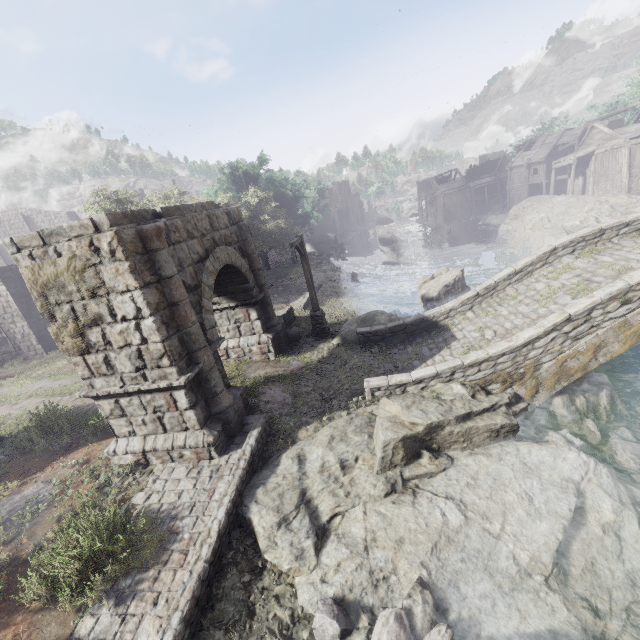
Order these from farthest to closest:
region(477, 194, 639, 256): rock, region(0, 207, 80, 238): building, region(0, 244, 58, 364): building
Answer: region(0, 207, 80, 238): building < region(477, 194, 639, 256): rock < region(0, 244, 58, 364): building

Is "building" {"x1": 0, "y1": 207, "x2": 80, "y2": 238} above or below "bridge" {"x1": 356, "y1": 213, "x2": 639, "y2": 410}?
above

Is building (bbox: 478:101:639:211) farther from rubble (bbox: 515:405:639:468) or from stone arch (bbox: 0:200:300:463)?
rubble (bbox: 515:405:639:468)

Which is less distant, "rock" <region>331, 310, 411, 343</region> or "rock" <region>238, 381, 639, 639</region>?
"rock" <region>238, 381, 639, 639</region>

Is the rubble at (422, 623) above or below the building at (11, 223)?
below

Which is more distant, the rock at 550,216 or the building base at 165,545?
the rock at 550,216

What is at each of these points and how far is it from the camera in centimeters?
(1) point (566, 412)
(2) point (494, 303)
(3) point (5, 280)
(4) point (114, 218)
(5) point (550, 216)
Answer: (1) rock, 907cm
(2) bridge, 1173cm
(3) building, 1906cm
(4) stone arch, 632cm
(5) rock, 3162cm

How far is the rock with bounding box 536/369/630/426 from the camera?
9.20m
